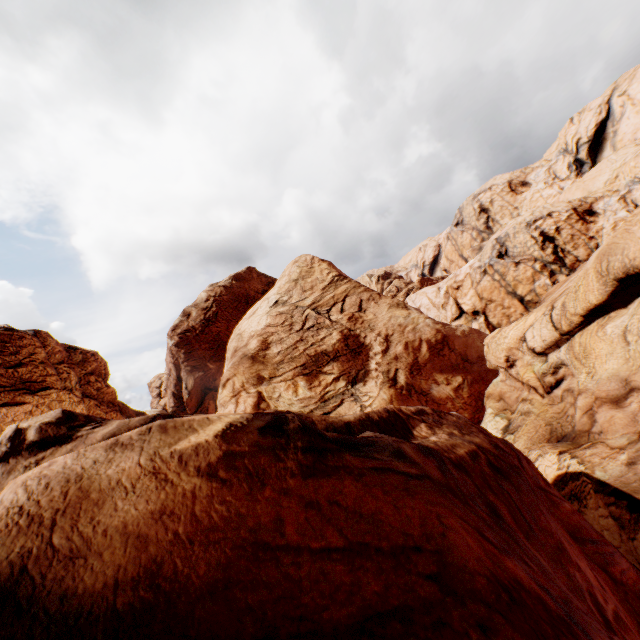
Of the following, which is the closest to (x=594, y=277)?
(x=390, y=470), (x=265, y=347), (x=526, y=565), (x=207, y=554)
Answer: (x=526, y=565)
